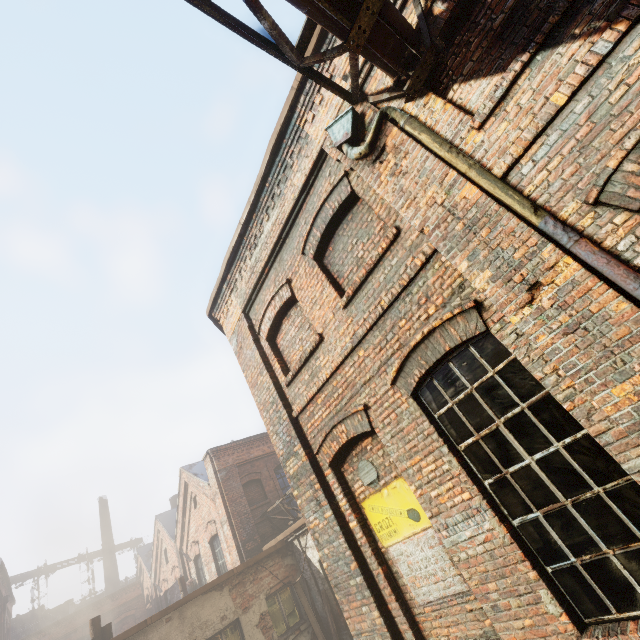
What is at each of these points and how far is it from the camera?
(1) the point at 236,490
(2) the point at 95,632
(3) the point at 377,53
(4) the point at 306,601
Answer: (1) building, 13.88m
(2) pipe, 8.81m
(3) pipe, 3.28m
(4) pallet, 10.63m

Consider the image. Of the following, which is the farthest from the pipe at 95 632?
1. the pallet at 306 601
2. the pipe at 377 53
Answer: the pipe at 377 53

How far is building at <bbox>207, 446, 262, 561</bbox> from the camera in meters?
12.7 m

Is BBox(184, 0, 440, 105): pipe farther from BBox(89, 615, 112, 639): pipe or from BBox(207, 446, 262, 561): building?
BBox(207, 446, 262, 561): building

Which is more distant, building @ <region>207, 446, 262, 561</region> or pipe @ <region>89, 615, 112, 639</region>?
building @ <region>207, 446, 262, 561</region>

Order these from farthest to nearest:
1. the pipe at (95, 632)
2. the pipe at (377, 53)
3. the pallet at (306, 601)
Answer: the pallet at (306, 601)
the pipe at (95, 632)
the pipe at (377, 53)

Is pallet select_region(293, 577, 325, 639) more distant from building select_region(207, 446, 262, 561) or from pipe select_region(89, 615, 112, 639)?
pipe select_region(89, 615, 112, 639)
